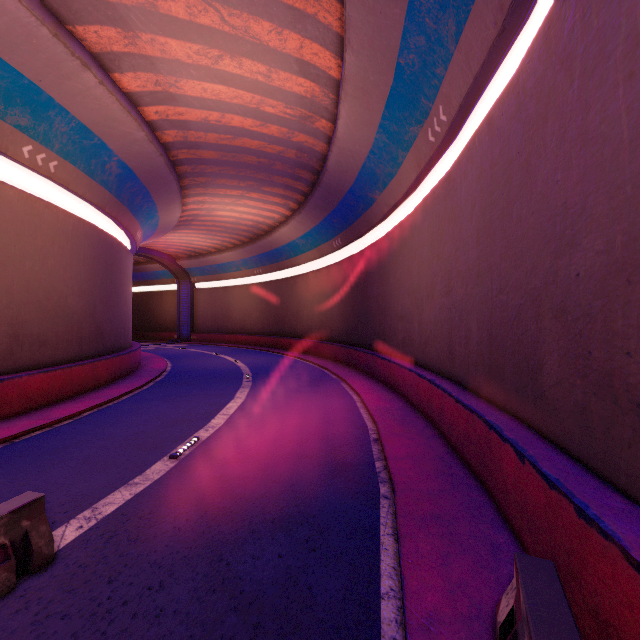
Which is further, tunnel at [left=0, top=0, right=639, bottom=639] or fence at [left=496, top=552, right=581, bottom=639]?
tunnel at [left=0, top=0, right=639, bottom=639]

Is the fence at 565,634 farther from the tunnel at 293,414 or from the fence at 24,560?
the fence at 24,560

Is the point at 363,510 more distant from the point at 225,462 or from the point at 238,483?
the point at 225,462

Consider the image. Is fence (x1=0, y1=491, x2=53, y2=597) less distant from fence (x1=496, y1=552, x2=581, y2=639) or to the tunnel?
the tunnel

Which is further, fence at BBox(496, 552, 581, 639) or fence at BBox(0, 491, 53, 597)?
fence at BBox(0, 491, 53, 597)

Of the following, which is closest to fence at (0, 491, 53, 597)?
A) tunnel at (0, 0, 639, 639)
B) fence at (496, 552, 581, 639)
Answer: tunnel at (0, 0, 639, 639)
